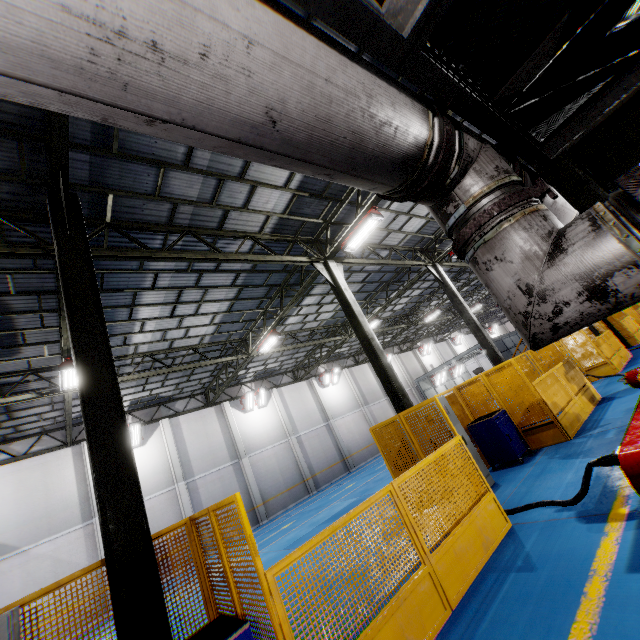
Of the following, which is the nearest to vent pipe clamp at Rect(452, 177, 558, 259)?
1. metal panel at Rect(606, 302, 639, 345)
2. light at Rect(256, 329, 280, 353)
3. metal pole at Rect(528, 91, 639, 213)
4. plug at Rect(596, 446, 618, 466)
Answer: metal pole at Rect(528, 91, 639, 213)

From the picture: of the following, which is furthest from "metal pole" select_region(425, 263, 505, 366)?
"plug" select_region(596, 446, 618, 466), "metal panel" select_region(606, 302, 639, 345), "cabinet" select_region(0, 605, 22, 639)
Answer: "cabinet" select_region(0, 605, 22, 639)

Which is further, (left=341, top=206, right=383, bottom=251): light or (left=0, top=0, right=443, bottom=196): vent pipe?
(left=341, top=206, right=383, bottom=251): light

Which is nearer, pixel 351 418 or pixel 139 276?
pixel 139 276

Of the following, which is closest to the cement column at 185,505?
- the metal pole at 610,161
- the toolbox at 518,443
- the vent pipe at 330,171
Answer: the toolbox at 518,443

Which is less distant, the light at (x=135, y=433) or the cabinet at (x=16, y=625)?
the cabinet at (x=16, y=625)

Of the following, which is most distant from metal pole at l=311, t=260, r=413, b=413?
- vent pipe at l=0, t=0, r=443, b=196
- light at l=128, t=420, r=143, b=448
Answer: light at l=128, t=420, r=143, b=448

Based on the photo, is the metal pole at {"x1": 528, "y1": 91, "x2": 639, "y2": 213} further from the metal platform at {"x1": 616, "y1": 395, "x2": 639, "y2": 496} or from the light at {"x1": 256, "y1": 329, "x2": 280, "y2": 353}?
the light at {"x1": 256, "y1": 329, "x2": 280, "y2": 353}
